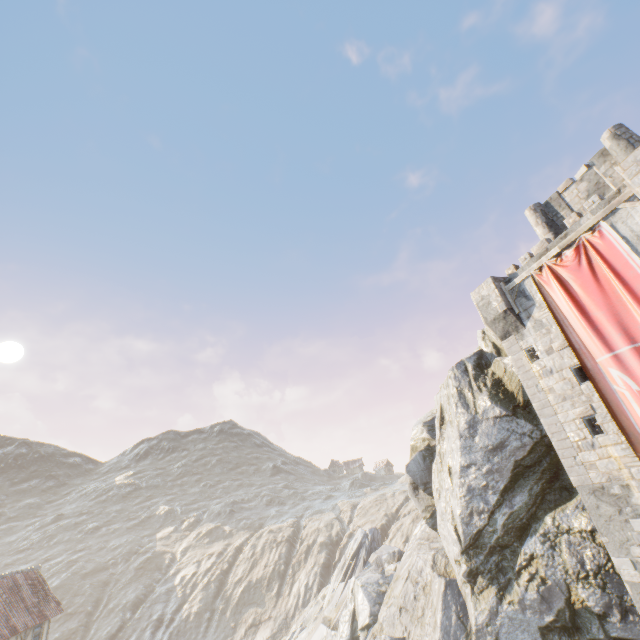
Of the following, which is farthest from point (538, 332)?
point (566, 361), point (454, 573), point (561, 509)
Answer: point (454, 573)

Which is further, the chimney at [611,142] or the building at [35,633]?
the building at [35,633]

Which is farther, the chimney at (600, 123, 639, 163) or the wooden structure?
the chimney at (600, 123, 639, 163)

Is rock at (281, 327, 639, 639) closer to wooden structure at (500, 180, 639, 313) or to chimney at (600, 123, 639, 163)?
wooden structure at (500, 180, 639, 313)

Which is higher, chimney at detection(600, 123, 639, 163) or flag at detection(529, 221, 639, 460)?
chimney at detection(600, 123, 639, 163)

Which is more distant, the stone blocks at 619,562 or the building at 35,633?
A: the building at 35,633

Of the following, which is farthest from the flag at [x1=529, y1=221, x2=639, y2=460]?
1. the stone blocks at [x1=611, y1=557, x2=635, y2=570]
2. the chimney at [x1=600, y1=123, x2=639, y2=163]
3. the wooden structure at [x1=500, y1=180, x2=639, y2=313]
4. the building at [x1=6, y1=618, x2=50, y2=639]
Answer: the building at [x1=6, y1=618, x2=50, y2=639]

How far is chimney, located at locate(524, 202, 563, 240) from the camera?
18.30m
